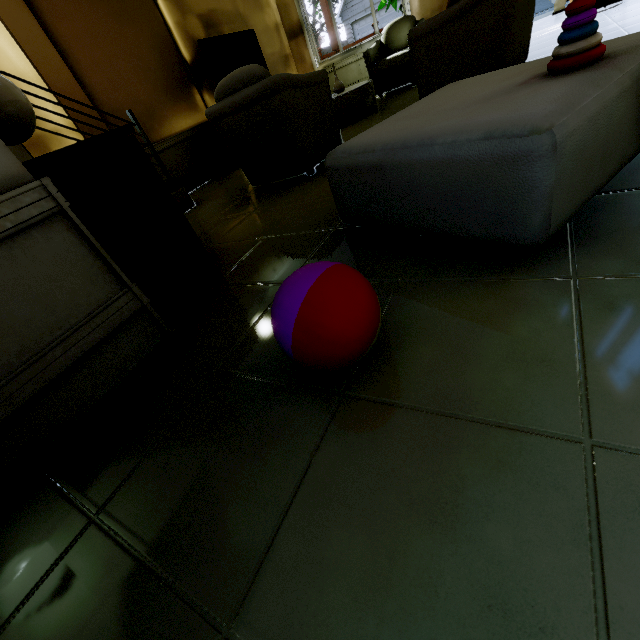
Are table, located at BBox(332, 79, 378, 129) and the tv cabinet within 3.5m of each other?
yes

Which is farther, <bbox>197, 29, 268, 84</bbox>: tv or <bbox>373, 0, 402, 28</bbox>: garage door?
<bbox>373, 0, 402, 28</bbox>: garage door

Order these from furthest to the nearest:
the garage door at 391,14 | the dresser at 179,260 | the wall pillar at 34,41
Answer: the garage door at 391,14
the wall pillar at 34,41
the dresser at 179,260

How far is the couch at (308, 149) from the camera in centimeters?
238cm

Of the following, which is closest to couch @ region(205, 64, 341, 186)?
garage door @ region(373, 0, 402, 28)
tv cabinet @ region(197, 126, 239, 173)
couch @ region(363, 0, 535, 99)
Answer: couch @ region(363, 0, 535, 99)

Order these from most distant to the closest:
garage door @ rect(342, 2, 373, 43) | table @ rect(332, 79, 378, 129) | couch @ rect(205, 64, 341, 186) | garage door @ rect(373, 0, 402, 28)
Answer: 1. garage door @ rect(342, 2, 373, 43)
2. garage door @ rect(373, 0, 402, 28)
3. table @ rect(332, 79, 378, 129)
4. couch @ rect(205, 64, 341, 186)

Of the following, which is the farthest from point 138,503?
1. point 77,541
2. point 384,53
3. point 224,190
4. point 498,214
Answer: point 384,53

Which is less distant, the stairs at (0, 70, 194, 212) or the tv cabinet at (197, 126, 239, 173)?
the stairs at (0, 70, 194, 212)
